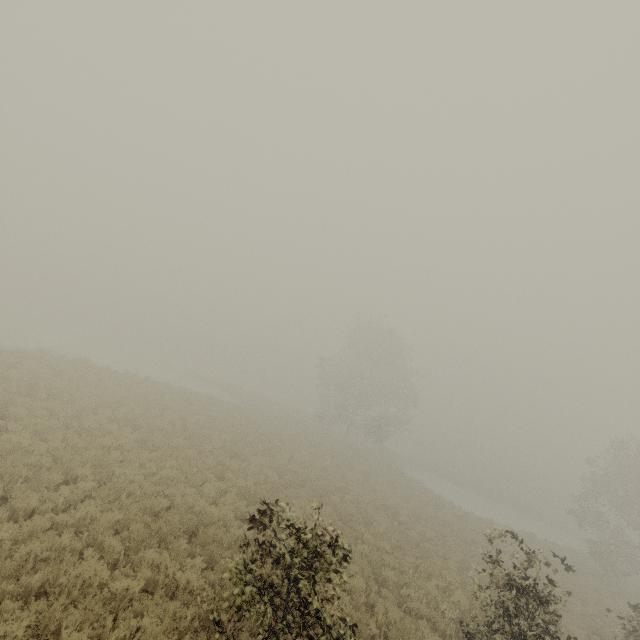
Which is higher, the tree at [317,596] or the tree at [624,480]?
the tree at [624,480]

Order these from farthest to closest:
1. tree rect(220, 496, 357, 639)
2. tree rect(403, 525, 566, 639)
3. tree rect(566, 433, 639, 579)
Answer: tree rect(566, 433, 639, 579), tree rect(403, 525, 566, 639), tree rect(220, 496, 357, 639)

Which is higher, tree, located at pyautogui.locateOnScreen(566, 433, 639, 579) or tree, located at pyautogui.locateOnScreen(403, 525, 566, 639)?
tree, located at pyautogui.locateOnScreen(566, 433, 639, 579)

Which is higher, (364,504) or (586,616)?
(586,616)

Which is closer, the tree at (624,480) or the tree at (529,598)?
the tree at (529,598)

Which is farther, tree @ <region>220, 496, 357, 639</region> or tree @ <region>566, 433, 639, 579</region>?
tree @ <region>566, 433, 639, 579</region>

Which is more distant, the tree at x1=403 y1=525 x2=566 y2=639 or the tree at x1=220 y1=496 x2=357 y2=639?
the tree at x1=403 y1=525 x2=566 y2=639
